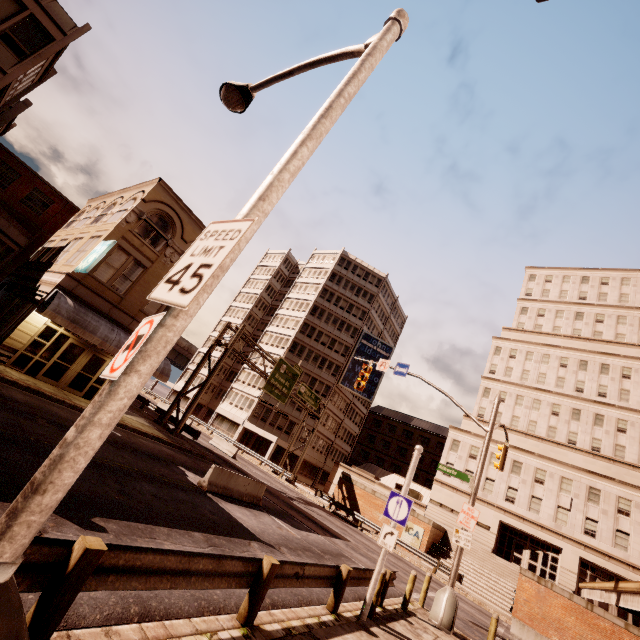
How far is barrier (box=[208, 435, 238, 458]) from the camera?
31.9m

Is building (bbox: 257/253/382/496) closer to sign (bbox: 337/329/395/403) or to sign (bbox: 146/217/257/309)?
sign (bbox: 337/329/395/403)

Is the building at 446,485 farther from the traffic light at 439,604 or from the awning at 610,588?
the awning at 610,588

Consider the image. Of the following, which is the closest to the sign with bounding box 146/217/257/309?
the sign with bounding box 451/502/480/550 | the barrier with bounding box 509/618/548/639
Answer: the sign with bounding box 451/502/480/550

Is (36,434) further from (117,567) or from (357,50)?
(357,50)

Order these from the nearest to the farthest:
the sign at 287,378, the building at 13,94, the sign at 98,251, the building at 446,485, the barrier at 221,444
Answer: the building at 13,94, the sign at 98,251, the sign at 287,378, the barrier at 221,444, the building at 446,485

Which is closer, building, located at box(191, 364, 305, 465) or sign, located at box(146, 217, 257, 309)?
sign, located at box(146, 217, 257, 309)

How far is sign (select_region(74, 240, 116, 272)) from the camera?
16.7m
